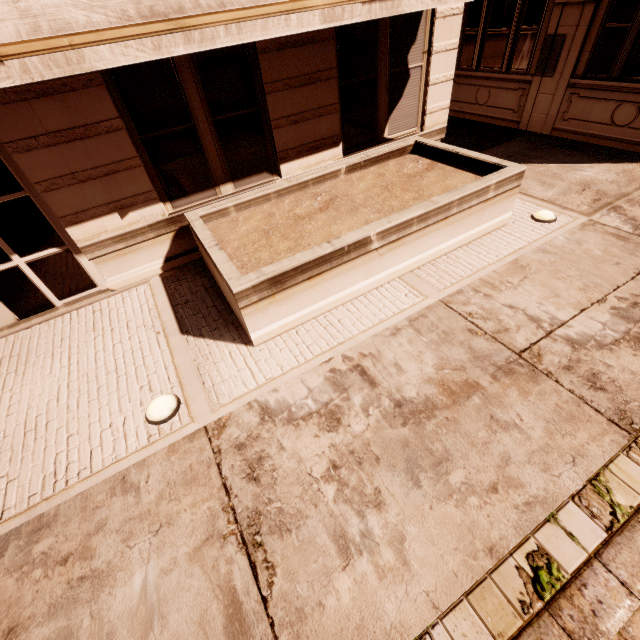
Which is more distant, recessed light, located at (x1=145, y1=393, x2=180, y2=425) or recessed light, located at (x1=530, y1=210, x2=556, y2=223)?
recessed light, located at (x1=530, y1=210, x2=556, y2=223)

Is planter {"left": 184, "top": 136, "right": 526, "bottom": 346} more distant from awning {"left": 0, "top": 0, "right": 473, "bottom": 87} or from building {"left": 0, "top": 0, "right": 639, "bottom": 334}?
awning {"left": 0, "top": 0, "right": 473, "bottom": 87}

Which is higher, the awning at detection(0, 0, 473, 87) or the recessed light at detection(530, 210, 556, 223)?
the awning at detection(0, 0, 473, 87)

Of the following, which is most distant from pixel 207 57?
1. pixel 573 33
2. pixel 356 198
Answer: pixel 573 33

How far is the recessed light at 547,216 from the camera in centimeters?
565cm

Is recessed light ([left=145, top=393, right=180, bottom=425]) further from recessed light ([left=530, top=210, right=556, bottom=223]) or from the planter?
recessed light ([left=530, top=210, right=556, bottom=223])

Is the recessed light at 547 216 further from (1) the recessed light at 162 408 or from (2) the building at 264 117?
(1) the recessed light at 162 408

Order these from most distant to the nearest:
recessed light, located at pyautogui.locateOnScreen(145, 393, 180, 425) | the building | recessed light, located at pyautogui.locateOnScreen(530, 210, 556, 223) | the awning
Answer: recessed light, located at pyautogui.locateOnScreen(530, 210, 556, 223), the building, recessed light, located at pyautogui.locateOnScreen(145, 393, 180, 425), the awning
